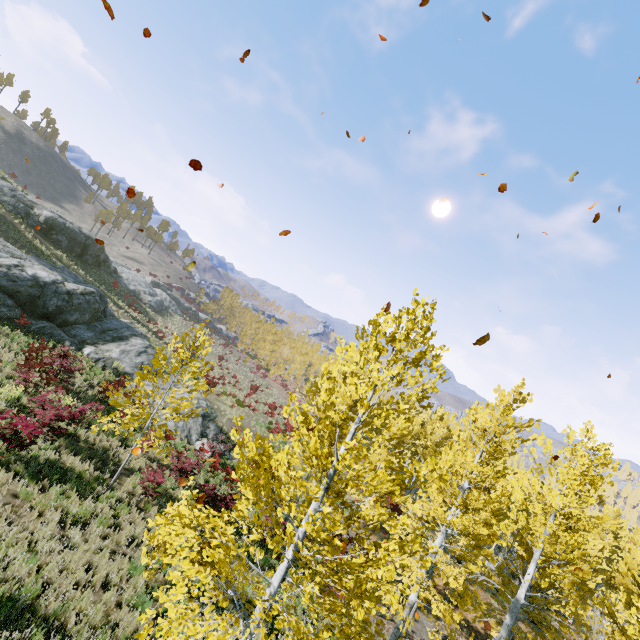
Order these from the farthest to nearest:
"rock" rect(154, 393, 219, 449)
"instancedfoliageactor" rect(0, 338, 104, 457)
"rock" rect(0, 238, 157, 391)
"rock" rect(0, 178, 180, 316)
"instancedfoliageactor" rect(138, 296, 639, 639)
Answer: "rock" rect(0, 178, 180, 316), "rock" rect(154, 393, 219, 449), "rock" rect(0, 238, 157, 391), "instancedfoliageactor" rect(0, 338, 104, 457), "instancedfoliageactor" rect(138, 296, 639, 639)

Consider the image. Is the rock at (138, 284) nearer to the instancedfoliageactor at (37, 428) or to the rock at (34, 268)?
the rock at (34, 268)

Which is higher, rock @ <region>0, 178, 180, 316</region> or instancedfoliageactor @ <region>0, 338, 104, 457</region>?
rock @ <region>0, 178, 180, 316</region>

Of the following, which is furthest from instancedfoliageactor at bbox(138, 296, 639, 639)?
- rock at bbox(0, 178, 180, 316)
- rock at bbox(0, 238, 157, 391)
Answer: rock at bbox(0, 178, 180, 316)

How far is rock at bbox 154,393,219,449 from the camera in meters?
18.9 m

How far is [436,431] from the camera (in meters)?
33.41

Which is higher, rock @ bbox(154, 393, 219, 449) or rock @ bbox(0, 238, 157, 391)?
rock @ bbox(0, 238, 157, 391)

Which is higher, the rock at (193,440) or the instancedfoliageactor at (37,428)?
the instancedfoliageactor at (37,428)
